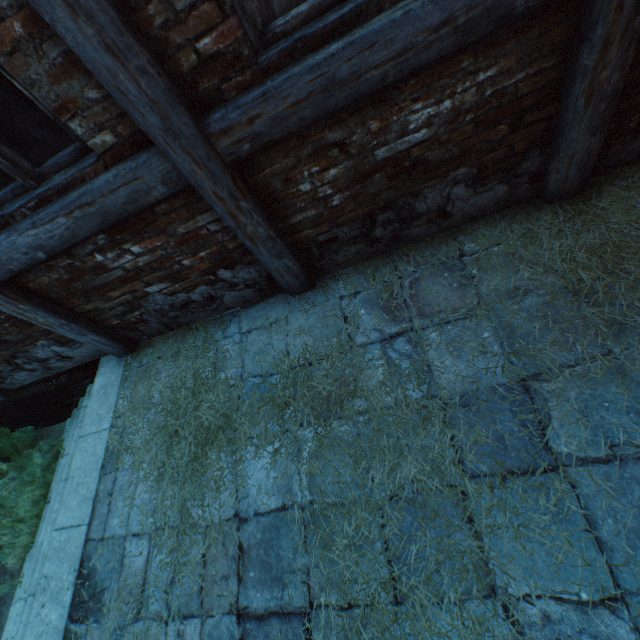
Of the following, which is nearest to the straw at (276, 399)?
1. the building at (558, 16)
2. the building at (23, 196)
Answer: the building at (558, 16)

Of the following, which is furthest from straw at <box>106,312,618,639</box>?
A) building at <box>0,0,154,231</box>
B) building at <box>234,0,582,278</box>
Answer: building at <box>0,0,154,231</box>

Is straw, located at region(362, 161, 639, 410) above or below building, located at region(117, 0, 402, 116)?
below

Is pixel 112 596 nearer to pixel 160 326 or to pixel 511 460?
pixel 160 326

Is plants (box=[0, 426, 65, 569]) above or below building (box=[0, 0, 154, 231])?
below

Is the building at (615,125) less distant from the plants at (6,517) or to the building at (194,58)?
the building at (194,58)

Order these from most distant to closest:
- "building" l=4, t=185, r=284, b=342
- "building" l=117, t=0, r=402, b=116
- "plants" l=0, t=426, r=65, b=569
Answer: "plants" l=0, t=426, r=65, b=569, "building" l=4, t=185, r=284, b=342, "building" l=117, t=0, r=402, b=116

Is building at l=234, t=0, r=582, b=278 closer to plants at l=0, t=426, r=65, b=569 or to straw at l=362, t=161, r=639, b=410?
straw at l=362, t=161, r=639, b=410
